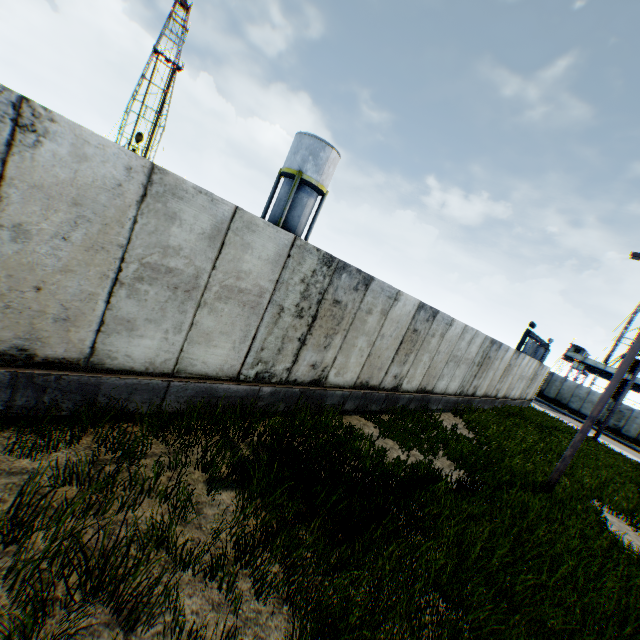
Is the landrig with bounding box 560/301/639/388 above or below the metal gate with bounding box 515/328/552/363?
above

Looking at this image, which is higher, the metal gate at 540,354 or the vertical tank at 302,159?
the vertical tank at 302,159

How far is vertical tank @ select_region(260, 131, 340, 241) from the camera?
25.09m

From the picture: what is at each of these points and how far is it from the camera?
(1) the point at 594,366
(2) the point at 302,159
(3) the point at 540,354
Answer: (1) landrig, 42.00m
(2) vertical tank, 25.14m
(3) metal gate, 35.84m

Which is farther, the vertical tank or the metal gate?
the metal gate

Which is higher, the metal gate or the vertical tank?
the vertical tank

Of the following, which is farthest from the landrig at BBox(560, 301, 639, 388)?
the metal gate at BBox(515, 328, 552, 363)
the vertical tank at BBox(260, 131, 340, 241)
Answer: the vertical tank at BBox(260, 131, 340, 241)

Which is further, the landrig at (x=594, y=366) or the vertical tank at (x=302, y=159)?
the landrig at (x=594, y=366)
